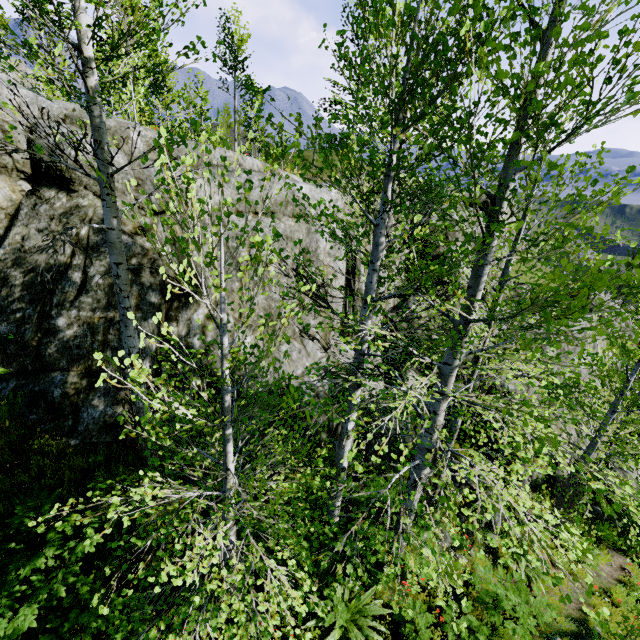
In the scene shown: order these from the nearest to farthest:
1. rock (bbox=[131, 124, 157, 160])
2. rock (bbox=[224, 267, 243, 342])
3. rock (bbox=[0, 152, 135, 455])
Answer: rock (bbox=[0, 152, 135, 455]), rock (bbox=[131, 124, 157, 160]), rock (bbox=[224, 267, 243, 342])

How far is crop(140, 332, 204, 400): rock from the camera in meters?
6.8

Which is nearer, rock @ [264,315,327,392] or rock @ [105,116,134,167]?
rock @ [105,116,134,167]

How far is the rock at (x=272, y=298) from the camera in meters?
8.6 m

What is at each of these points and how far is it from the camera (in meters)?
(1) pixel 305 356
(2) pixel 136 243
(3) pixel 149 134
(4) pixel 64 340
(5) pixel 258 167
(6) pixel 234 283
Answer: (1) rock, 9.18
(2) rock, 6.92
(3) rock, 7.79
(4) rock, 6.07
(5) rock, 9.52
(6) rock, 8.13
